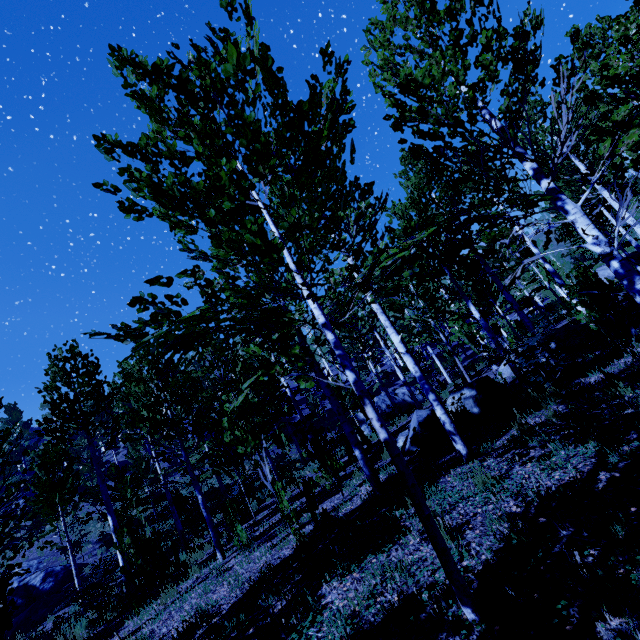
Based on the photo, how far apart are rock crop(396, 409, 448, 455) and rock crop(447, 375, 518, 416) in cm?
46

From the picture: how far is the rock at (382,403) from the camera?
25.26m

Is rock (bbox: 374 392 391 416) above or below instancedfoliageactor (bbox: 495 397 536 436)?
above

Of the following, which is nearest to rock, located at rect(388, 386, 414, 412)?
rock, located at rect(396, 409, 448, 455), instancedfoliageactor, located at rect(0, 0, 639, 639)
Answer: instancedfoliageactor, located at rect(0, 0, 639, 639)

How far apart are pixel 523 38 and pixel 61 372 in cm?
1427

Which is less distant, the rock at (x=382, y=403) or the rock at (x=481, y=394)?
the rock at (x=481, y=394)

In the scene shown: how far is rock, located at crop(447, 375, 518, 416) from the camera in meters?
8.1

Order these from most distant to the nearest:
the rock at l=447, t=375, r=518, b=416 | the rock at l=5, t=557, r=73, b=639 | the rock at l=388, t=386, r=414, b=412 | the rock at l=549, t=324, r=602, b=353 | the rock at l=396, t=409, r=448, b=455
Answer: the rock at l=388, t=386, r=414, b=412, the rock at l=5, t=557, r=73, b=639, the rock at l=549, t=324, r=602, b=353, the rock at l=447, t=375, r=518, b=416, the rock at l=396, t=409, r=448, b=455
